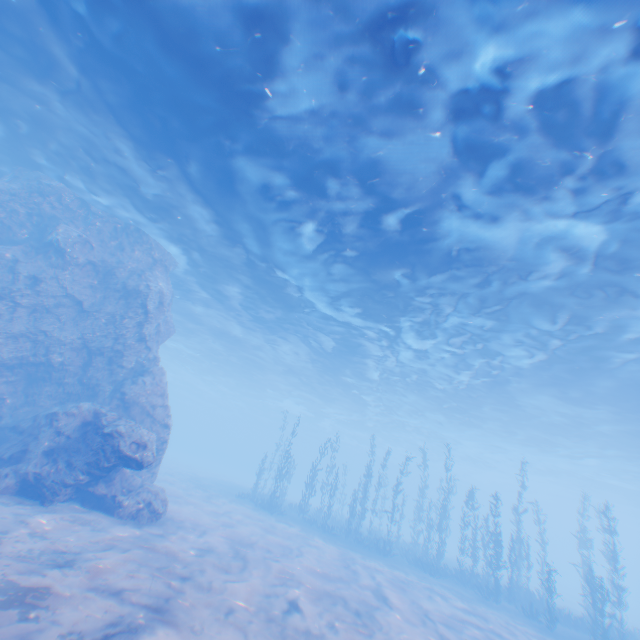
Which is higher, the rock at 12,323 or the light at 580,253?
the light at 580,253

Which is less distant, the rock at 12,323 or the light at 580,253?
the light at 580,253

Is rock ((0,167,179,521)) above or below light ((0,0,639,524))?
below

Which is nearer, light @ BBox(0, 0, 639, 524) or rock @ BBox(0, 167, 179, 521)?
light @ BBox(0, 0, 639, 524)

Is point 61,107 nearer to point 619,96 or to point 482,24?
point 482,24
